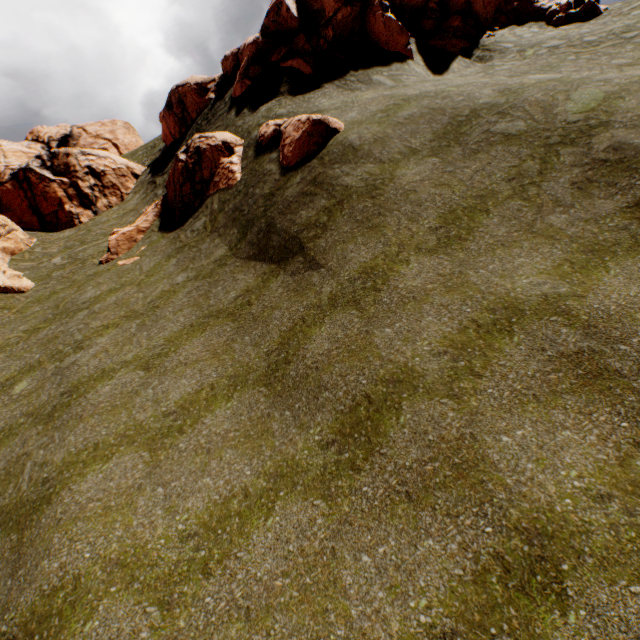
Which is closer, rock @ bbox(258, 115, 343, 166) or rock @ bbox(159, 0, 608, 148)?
rock @ bbox(258, 115, 343, 166)

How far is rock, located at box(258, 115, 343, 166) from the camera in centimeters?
1312cm

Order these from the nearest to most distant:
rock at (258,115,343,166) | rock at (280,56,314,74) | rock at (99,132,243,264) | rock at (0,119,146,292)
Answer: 1. rock at (258,115,343,166)
2. rock at (99,132,243,264)
3. rock at (280,56,314,74)
4. rock at (0,119,146,292)

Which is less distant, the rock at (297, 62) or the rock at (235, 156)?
the rock at (235, 156)

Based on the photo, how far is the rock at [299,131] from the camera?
13.1m

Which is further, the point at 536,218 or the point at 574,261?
the point at 536,218
